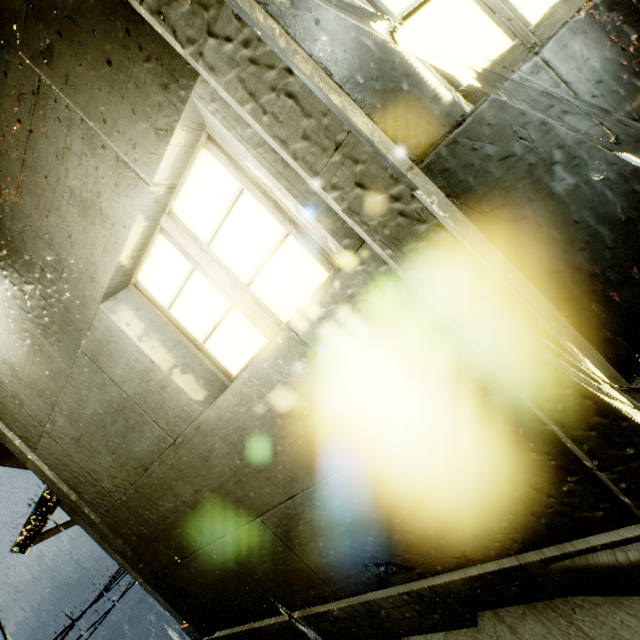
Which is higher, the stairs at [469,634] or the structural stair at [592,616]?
the structural stair at [592,616]

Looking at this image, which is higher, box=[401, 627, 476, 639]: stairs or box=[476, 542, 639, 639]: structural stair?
box=[476, 542, 639, 639]: structural stair

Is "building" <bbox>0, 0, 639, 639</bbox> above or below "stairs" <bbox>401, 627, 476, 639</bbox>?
above

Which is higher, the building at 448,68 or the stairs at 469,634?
the building at 448,68

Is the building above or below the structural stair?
above

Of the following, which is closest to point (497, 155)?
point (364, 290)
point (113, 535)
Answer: point (364, 290)
